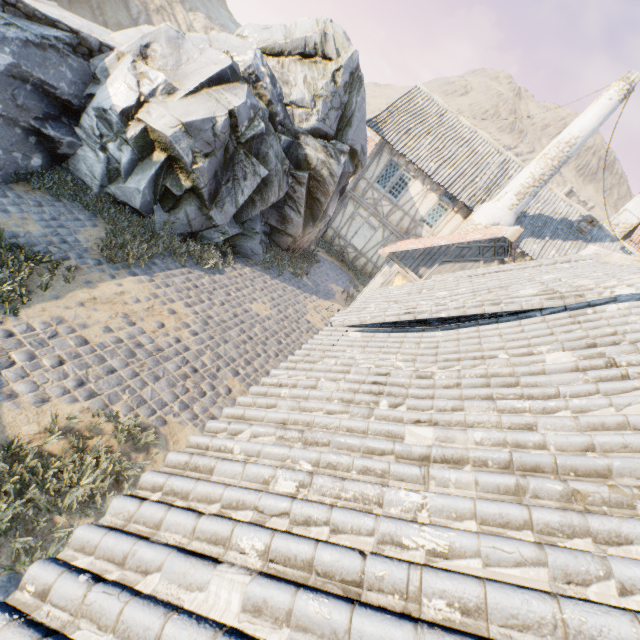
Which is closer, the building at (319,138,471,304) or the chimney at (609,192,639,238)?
the building at (319,138,471,304)

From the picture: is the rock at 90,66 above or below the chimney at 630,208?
below

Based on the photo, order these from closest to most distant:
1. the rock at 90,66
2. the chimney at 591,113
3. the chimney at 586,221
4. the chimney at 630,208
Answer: the rock at 90,66
the chimney at 591,113
the chimney at 586,221
the chimney at 630,208

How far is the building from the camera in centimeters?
1505cm

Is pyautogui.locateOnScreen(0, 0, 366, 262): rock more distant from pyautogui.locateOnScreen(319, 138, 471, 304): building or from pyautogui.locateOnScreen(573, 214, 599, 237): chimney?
pyautogui.locateOnScreen(573, 214, 599, 237): chimney

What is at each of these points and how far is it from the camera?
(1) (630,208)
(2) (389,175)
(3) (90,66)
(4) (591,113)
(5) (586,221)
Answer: (1) chimney, 22.3 meters
(2) building, 15.7 meters
(3) rock, 8.7 meters
(4) chimney, 11.8 meters
(5) chimney, 14.8 meters

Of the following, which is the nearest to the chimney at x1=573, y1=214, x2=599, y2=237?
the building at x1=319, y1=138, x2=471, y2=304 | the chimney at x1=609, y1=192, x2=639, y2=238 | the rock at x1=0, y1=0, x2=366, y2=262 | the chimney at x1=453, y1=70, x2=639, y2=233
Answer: the chimney at x1=453, y1=70, x2=639, y2=233

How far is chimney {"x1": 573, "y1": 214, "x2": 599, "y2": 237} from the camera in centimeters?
1469cm
